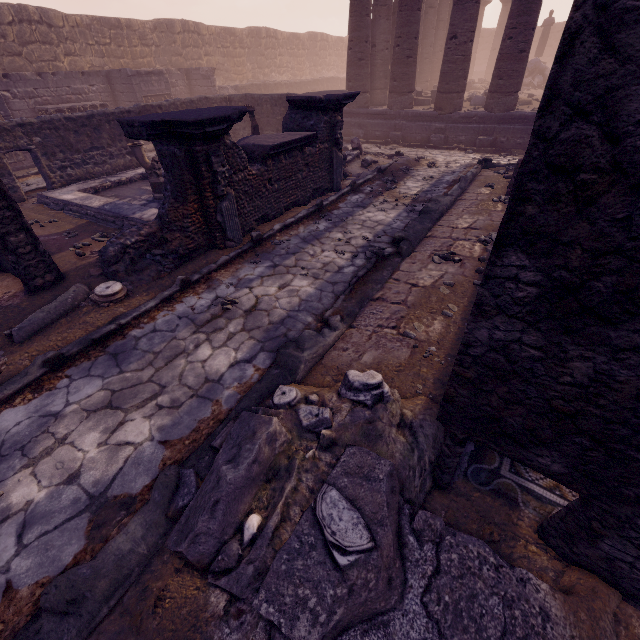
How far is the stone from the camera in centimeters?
539cm

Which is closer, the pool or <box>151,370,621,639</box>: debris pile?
<box>151,370,621,639</box>: debris pile

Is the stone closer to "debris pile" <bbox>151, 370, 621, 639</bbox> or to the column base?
"debris pile" <bbox>151, 370, 621, 639</bbox>

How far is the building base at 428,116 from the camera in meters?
11.8 m

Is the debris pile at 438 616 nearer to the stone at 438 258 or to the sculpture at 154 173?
the stone at 438 258

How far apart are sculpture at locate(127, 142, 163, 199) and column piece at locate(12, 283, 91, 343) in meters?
4.4 m

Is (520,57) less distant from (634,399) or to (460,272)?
(460,272)

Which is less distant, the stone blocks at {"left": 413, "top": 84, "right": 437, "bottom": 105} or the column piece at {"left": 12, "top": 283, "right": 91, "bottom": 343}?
the column piece at {"left": 12, "top": 283, "right": 91, "bottom": 343}
